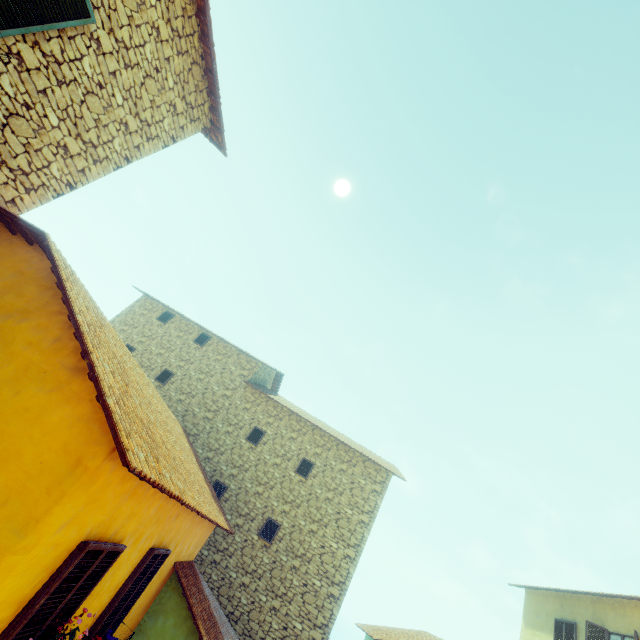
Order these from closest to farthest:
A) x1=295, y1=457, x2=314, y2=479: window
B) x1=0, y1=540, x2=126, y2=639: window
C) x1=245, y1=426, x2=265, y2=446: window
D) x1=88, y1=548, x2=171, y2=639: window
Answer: x1=0, y1=540, x2=126, y2=639: window, x1=88, y1=548, x2=171, y2=639: window, x1=295, y1=457, x2=314, y2=479: window, x1=245, y1=426, x2=265, y2=446: window

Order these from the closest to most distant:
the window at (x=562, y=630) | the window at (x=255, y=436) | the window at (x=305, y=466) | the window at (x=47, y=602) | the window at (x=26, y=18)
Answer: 1. the window at (x=47, y=602)
2. the window at (x=26, y=18)
3. the window at (x=562, y=630)
4. the window at (x=305, y=466)
5. the window at (x=255, y=436)

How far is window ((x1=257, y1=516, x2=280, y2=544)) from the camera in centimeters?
1173cm

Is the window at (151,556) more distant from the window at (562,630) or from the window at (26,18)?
the window at (26,18)

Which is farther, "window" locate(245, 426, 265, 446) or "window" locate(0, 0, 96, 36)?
"window" locate(245, 426, 265, 446)

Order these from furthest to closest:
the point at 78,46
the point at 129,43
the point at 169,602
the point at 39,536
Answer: the point at 169,602, the point at 129,43, the point at 78,46, the point at 39,536
